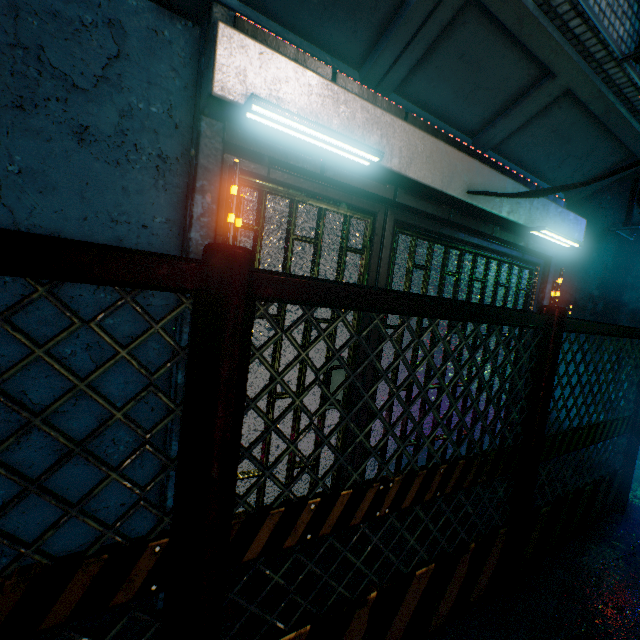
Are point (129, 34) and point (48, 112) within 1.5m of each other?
yes

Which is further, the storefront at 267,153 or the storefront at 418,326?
the storefront at 418,326

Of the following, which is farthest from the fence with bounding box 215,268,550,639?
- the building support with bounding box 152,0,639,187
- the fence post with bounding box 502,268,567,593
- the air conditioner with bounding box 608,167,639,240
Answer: the air conditioner with bounding box 608,167,639,240

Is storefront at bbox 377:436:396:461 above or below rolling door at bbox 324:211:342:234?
below

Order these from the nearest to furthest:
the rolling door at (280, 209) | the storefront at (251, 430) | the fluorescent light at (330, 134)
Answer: the fluorescent light at (330, 134), the rolling door at (280, 209), the storefront at (251, 430)

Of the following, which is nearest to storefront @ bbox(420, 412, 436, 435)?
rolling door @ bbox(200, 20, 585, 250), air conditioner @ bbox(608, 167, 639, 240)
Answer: rolling door @ bbox(200, 20, 585, 250)

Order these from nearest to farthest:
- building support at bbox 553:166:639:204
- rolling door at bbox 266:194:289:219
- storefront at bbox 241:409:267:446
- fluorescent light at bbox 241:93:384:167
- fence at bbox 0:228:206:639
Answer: fence at bbox 0:228:206:639
fluorescent light at bbox 241:93:384:167
rolling door at bbox 266:194:289:219
storefront at bbox 241:409:267:446
building support at bbox 553:166:639:204

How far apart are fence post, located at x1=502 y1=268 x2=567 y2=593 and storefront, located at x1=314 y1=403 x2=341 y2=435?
0.8m
